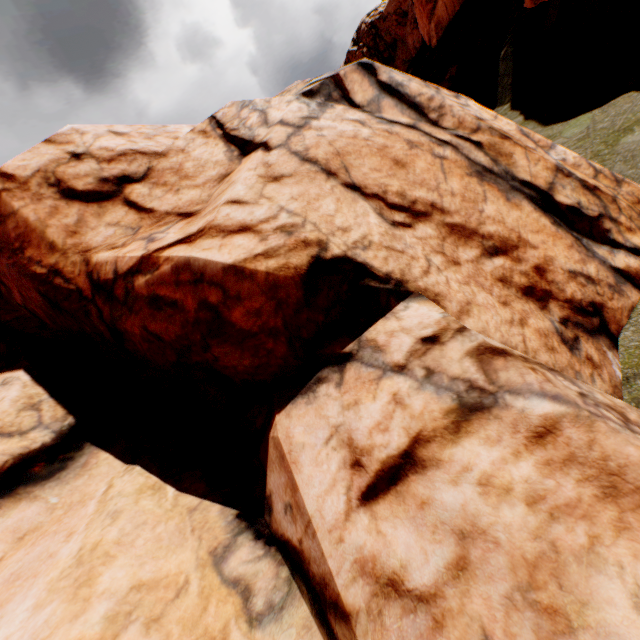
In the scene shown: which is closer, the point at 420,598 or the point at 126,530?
the point at 420,598
